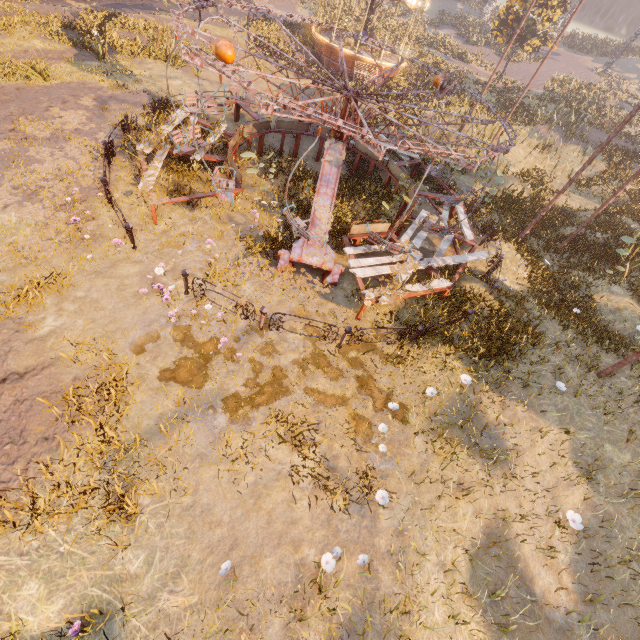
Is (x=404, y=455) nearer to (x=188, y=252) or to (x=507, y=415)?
(x=507, y=415)

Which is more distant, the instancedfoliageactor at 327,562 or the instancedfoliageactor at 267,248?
the instancedfoliageactor at 267,248

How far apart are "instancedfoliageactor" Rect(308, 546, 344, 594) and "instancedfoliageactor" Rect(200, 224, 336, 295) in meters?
5.8 m

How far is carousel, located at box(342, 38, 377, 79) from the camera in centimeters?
2294cm

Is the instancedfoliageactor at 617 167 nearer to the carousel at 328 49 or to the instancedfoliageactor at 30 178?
the carousel at 328 49

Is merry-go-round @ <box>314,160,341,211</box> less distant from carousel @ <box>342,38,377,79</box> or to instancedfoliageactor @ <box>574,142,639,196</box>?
carousel @ <box>342,38,377,79</box>

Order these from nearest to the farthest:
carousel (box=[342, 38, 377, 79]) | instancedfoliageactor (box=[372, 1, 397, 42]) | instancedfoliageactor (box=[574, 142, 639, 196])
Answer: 1. instancedfoliageactor (box=[574, 142, 639, 196])
2. carousel (box=[342, 38, 377, 79])
3. instancedfoliageactor (box=[372, 1, 397, 42])

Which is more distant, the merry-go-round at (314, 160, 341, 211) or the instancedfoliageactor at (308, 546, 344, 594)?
the merry-go-round at (314, 160, 341, 211)
